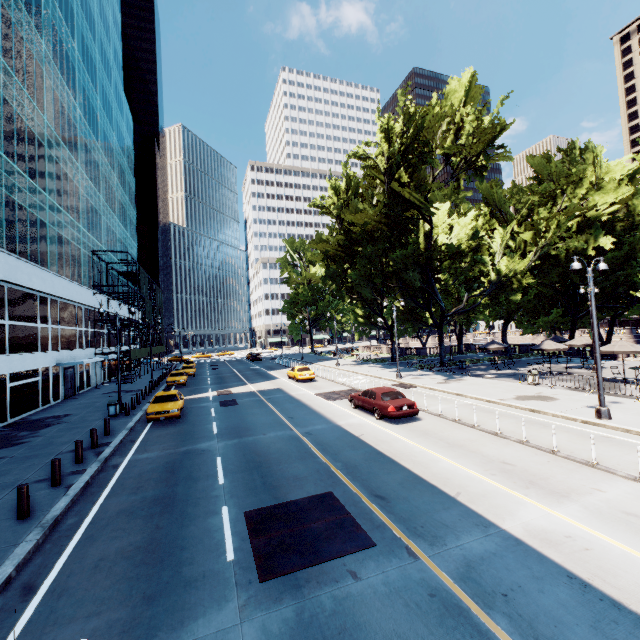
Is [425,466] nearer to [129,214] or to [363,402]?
[363,402]

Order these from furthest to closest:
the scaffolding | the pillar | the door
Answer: the scaffolding, the door, the pillar

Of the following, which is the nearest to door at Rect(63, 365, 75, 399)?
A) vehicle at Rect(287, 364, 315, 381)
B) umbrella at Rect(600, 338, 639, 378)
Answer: vehicle at Rect(287, 364, 315, 381)

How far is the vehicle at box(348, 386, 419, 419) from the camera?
16.0 meters

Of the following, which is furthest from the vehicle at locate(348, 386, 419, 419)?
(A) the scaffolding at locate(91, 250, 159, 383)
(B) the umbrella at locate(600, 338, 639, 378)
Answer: (A) the scaffolding at locate(91, 250, 159, 383)

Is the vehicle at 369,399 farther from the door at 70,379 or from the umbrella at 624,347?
the door at 70,379

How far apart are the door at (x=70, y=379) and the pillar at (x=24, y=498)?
24.73m

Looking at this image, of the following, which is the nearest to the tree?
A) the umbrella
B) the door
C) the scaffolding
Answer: the umbrella
